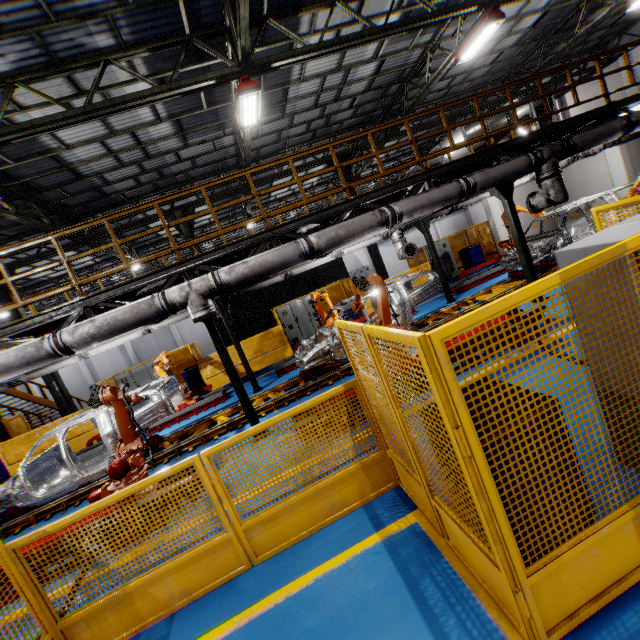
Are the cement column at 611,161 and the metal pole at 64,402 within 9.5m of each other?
no

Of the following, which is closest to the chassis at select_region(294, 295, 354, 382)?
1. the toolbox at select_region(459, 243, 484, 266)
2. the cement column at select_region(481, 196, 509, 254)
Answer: the cement column at select_region(481, 196, 509, 254)

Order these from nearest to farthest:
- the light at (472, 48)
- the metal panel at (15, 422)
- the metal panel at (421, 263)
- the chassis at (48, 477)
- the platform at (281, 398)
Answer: the chassis at (48, 477) < the platform at (281, 398) < the light at (472, 48) < the metal panel at (15, 422) < the metal panel at (421, 263)

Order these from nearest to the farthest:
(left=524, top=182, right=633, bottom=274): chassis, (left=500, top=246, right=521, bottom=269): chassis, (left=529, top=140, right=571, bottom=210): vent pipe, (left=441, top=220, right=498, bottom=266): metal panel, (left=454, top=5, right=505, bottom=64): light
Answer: (left=529, top=140, right=571, bottom=210): vent pipe → (left=454, top=5, right=505, bottom=64): light → (left=524, top=182, right=633, bottom=274): chassis → (left=500, top=246, right=521, bottom=269): chassis → (left=441, top=220, right=498, bottom=266): metal panel

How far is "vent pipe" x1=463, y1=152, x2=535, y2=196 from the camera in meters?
7.4

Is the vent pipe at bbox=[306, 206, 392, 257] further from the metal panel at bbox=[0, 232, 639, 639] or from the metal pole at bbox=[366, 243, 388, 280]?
the metal pole at bbox=[366, 243, 388, 280]

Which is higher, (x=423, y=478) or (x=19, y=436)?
(x=19, y=436)

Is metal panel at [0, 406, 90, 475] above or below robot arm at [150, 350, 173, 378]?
below
